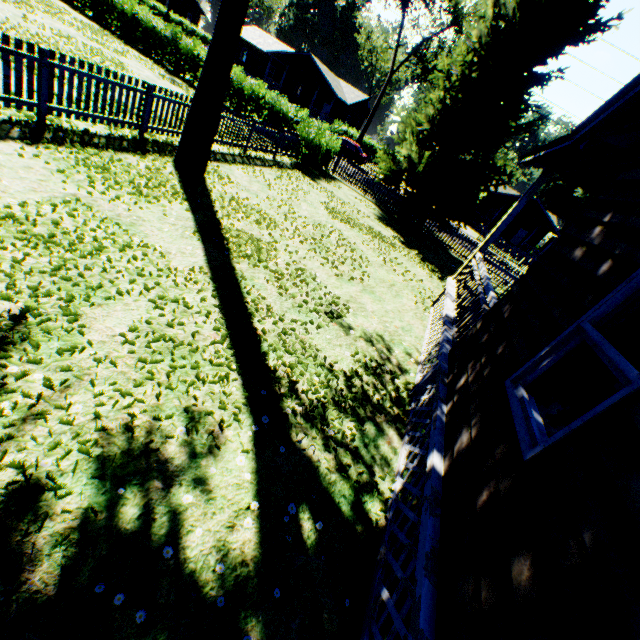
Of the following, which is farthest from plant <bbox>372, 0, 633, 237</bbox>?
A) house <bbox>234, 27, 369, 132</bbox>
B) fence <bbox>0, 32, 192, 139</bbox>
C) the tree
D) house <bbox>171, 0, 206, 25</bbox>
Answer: house <bbox>234, 27, 369, 132</bbox>

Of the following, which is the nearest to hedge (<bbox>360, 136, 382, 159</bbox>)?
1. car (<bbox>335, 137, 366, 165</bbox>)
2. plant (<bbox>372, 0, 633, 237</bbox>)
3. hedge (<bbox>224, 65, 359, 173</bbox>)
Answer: car (<bbox>335, 137, 366, 165</bbox>)

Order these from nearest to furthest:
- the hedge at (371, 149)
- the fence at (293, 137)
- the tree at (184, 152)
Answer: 1. the tree at (184, 152)
2. the fence at (293, 137)
3. the hedge at (371, 149)

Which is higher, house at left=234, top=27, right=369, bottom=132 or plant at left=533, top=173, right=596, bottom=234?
plant at left=533, top=173, right=596, bottom=234

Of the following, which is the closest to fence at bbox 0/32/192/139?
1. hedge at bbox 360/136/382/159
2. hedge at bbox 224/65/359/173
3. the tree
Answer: hedge at bbox 224/65/359/173

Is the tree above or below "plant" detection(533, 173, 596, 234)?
below

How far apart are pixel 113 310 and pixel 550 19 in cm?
2000

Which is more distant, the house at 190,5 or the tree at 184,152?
the house at 190,5
